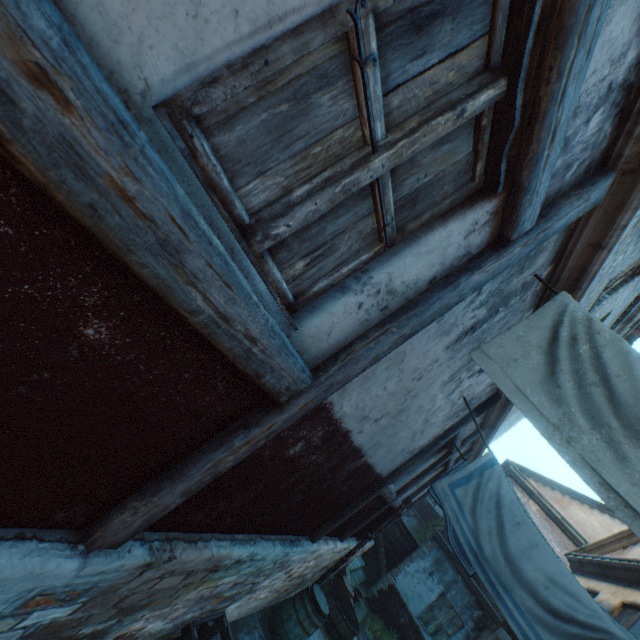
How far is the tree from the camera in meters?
25.4 m

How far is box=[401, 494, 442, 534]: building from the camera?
27.1 meters

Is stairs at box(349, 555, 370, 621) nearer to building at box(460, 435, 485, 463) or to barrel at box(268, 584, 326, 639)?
building at box(460, 435, 485, 463)

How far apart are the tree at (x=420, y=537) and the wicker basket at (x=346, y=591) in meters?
20.1 m

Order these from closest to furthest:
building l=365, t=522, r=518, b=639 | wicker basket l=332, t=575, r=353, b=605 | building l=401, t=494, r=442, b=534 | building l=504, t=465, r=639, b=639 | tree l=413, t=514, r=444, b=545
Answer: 1. building l=504, t=465, r=639, b=639
2. wicker basket l=332, t=575, r=353, b=605
3. building l=365, t=522, r=518, b=639
4. tree l=413, t=514, r=444, b=545
5. building l=401, t=494, r=442, b=534

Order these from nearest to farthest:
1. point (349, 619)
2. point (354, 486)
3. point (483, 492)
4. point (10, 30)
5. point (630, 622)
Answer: point (10, 30) < point (483, 492) < point (354, 486) < point (630, 622) < point (349, 619)

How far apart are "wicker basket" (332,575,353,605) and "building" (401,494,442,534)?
21.3 meters

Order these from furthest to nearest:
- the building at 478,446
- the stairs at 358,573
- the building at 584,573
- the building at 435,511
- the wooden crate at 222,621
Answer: the building at 435,511 < the stairs at 358,573 < the building at 478,446 < the building at 584,573 < the wooden crate at 222,621
